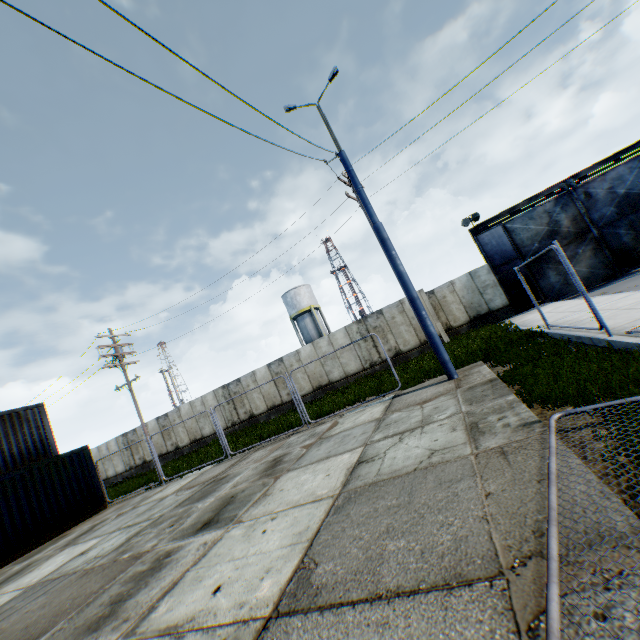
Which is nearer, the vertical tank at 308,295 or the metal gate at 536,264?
the metal gate at 536,264

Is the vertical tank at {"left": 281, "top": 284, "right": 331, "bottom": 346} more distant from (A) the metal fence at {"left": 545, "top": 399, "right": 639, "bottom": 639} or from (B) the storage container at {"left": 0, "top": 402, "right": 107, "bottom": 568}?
(A) the metal fence at {"left": 545, "top": 399, "right": 639, "bottom": 639}

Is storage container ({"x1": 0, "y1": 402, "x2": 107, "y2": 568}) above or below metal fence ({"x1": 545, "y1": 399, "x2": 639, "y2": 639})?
above

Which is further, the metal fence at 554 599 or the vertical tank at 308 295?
the vertical tank at 308 295

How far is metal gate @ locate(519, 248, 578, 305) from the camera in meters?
18.7 m

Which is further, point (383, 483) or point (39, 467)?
point (39, 467)

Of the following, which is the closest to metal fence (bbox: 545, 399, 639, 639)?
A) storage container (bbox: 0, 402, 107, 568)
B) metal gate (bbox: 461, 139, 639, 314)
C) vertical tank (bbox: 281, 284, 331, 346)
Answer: storage container (bbox: 0, 402, 107, 568)

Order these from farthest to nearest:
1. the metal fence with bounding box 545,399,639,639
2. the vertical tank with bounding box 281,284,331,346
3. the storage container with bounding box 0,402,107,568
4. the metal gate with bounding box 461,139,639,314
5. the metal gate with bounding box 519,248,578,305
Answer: the vertical tank with bounding box 281,284,331,346, the metal gate with bounding box 519,248,578,305, the metal gate with bounding box 461,139,639,314, the storage container with bounding box 0,402,107,568, the metal fence with bounding box 545,399,639,639
